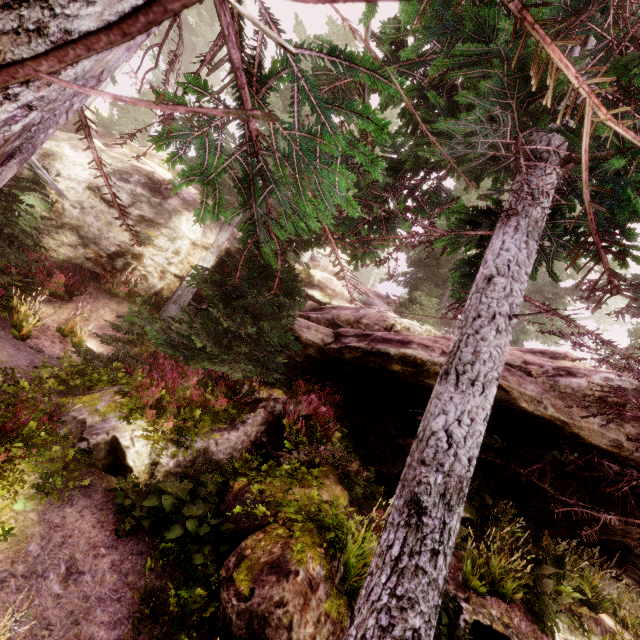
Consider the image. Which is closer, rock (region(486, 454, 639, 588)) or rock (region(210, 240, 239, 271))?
rock (region(486, 454, 639, 588))

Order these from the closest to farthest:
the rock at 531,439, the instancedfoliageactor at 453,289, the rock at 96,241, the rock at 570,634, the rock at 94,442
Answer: the instancedfoliageactor at 453,289 < the rock at 94,442 < the rock at 531,439 < the rock at 570,634 < the rock at 96,241

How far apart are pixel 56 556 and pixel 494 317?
6.3m

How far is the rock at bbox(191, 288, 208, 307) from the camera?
13.53m

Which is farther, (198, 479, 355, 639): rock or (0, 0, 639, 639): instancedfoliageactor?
(198, 479, 355, 639): rock

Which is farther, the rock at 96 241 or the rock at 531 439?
the rock at 96 241

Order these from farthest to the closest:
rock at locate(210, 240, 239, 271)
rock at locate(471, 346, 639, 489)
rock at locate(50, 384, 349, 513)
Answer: rock at locate(210, 240, 239, 271), rock at locate(471, 346, 639, 489), rock at locate(50, 384, 349, 513)

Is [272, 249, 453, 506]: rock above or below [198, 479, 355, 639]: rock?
above
